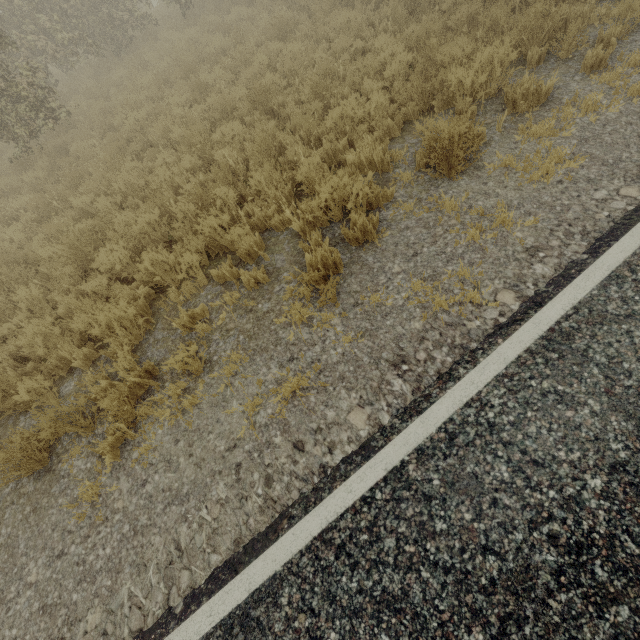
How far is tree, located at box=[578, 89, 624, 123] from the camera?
4.3 meters

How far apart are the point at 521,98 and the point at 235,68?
7.6m

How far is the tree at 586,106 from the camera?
4.32m

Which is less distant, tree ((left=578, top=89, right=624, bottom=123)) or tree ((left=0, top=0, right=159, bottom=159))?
tree ((left=578, top=89, right=624, bottom=123))

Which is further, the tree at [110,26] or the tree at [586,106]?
the tree at [110,26]

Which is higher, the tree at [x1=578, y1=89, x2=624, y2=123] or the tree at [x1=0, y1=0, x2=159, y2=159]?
the tree at [x1=0, y1=0, x2=159, y2=159]
